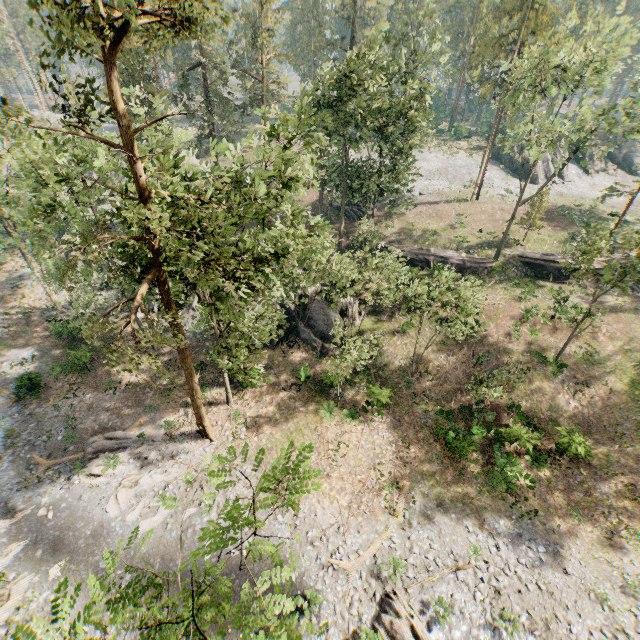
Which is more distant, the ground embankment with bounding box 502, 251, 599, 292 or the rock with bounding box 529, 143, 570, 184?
the rock with bounding box 529, 143, 570, 184

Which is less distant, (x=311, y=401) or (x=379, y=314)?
(x=311, y=401)

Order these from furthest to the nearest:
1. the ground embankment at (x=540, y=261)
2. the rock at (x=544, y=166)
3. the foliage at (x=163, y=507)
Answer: the rock at (x=544, y=166) → the ground embankment at (x=540, y=261) → the foliage at (x=163, y=507)

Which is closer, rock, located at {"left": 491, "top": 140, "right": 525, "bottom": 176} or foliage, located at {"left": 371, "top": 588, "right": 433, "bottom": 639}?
foliage, located at {"left": 371, "top": 588, "right": 433, "bottom": 639}

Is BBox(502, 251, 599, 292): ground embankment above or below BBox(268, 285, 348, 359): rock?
above

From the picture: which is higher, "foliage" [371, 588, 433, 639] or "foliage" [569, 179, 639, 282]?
"foliage" [569, 179, 639, 282]

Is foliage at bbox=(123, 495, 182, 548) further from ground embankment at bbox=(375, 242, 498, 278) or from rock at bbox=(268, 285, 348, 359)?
rock at bbox=(268, 285, 348, 359)

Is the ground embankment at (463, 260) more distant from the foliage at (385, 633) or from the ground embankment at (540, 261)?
the ground embankment at (540, 261)
